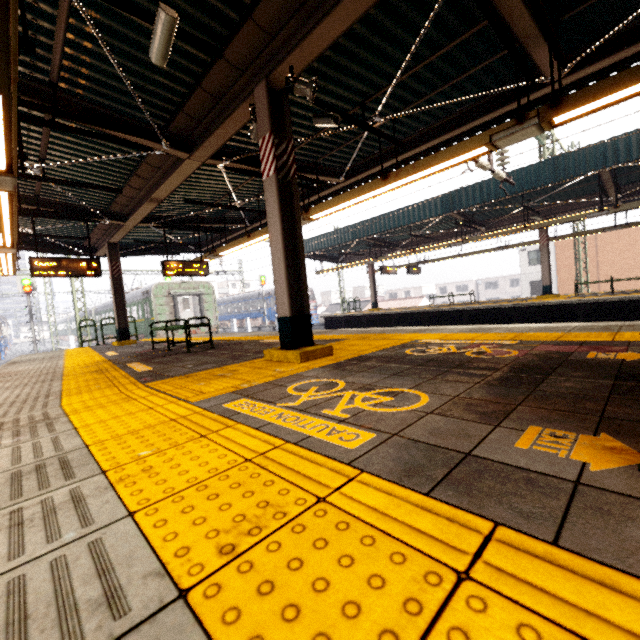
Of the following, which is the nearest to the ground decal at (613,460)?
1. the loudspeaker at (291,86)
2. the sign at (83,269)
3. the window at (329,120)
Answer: the loudspeaker at (291,86)

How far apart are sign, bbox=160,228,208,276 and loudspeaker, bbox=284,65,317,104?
7.74m

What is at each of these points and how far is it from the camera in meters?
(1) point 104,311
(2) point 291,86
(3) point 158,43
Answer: (1) train, 29.8 m
(2) loudspeaker, 4.0 m
(3) window, 3.2 m

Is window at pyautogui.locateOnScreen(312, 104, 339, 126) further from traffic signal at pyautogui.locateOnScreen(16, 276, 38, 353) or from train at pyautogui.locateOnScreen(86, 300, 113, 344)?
traffic signal at pyautogui.locateOnScreen(16, 276, 38, 353)

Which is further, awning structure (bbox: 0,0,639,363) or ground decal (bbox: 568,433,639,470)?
awning structure (bbox: 0,0,639,363)

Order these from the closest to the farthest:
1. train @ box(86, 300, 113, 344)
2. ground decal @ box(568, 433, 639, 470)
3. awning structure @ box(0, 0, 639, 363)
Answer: ground decal @ box(568, 433, 639, 470)
awning structure @ box(0, 0, 639, 363)
train @ box(86, 300, 113, 344)

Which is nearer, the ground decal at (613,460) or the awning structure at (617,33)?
the ground decal at (613,460)

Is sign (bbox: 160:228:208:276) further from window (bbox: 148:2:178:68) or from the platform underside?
the platform underside
